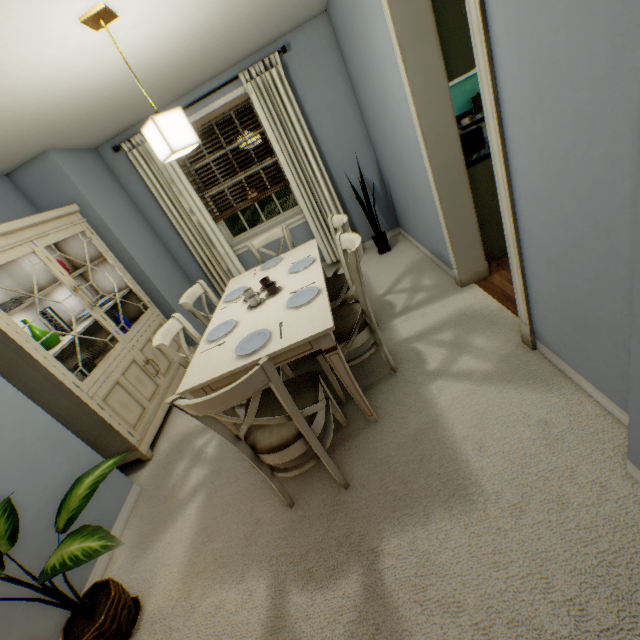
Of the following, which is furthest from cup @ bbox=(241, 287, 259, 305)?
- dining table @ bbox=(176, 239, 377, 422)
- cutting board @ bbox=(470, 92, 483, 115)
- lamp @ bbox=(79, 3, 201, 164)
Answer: cutting board @ bbox=(470, 92, 483, 115)

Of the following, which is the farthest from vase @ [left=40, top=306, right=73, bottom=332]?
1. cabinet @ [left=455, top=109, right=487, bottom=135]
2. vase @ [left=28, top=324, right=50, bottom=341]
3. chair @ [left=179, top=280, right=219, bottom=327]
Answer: cabinet @ [left=455, top=109, right=487, bottom=135]

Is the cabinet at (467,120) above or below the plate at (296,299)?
above

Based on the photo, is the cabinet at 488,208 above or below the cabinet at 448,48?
below

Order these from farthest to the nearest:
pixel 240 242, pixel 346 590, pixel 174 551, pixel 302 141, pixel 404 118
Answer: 1. pixel 240 242
2. pixel 302 141
3. pixel 404 118
4. pixel 174 551
5. pixel 346 590

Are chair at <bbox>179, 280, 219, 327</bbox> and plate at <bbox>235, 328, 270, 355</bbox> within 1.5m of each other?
yes

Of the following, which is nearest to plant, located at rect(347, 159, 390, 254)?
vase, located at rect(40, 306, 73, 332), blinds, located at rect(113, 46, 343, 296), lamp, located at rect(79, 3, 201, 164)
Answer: blinds, located at rect(113, 46, 343, 296)

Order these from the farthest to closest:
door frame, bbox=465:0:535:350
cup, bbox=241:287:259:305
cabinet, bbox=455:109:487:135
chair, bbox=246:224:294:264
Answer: cabinet, bbox=455:109:487:135 < chair, bbox=246:224:294:264 < cup, bbox=241:287:259:305 < door frame, bbox=465:0:535:350
